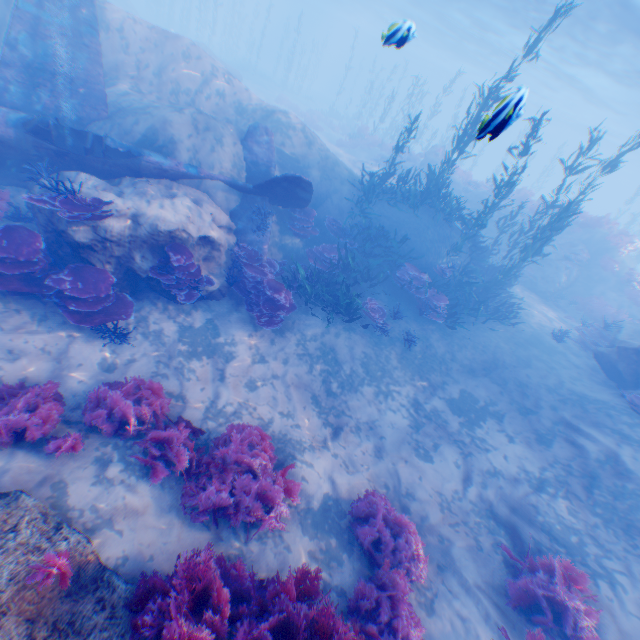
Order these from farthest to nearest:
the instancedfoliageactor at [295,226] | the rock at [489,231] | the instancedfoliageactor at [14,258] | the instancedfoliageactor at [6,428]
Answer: the rock at [489,231]
the instancedfoliageactor at [295,226]
the instancedfoliageactor at [14,258]
the instancedfoliageactor at [6,428]

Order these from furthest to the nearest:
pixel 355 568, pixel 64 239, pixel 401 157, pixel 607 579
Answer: pixel 401 157
pixel 64 239
pixel 607 579
pixel 355 568

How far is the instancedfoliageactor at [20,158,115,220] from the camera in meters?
6.6

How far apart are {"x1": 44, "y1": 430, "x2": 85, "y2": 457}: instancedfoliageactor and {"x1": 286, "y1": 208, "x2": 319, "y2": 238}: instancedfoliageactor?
8.0m

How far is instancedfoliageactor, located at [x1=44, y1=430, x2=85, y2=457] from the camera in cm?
482

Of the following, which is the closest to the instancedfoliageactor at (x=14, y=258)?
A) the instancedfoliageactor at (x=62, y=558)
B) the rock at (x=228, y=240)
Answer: the rock at (x=228, y=240)

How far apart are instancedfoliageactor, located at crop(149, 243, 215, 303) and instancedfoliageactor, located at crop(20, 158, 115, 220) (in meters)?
1.25

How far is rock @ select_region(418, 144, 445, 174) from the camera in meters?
22.0 m
